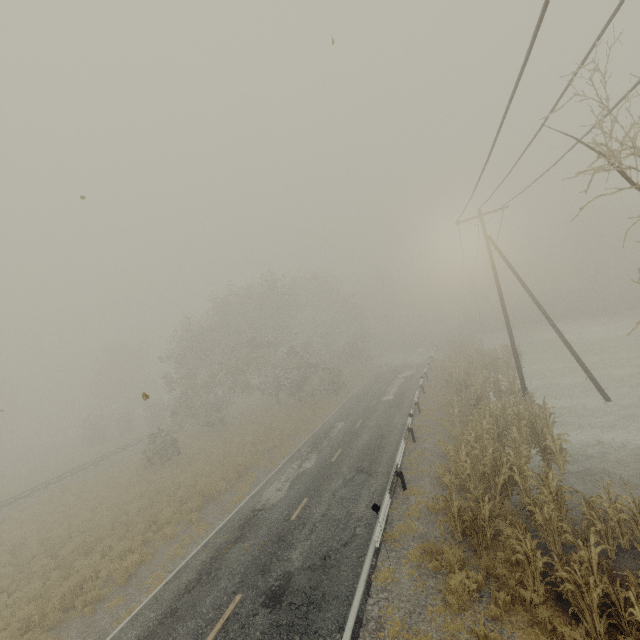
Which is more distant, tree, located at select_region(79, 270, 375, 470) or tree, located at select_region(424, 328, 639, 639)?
tree, located at select_region(79, 270, 375, 470)

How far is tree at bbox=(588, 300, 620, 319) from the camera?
43.38m

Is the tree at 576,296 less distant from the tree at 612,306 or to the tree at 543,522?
the tree at 612,306

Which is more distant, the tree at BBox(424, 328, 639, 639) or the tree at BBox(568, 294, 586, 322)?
the tree at BBox(568, 294, 586, 322)

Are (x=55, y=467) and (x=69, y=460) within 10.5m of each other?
yes

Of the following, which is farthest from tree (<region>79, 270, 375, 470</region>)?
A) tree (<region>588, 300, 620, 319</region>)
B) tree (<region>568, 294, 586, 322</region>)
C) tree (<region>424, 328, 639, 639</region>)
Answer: tree (<region>588, 300, 620, 319</region>)

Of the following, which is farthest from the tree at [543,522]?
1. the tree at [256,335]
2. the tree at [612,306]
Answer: → the tree at [612,306]

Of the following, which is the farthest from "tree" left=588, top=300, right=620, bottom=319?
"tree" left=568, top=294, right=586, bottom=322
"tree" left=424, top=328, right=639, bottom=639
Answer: "tree" left=424, top=328, right=639, bottom=639
